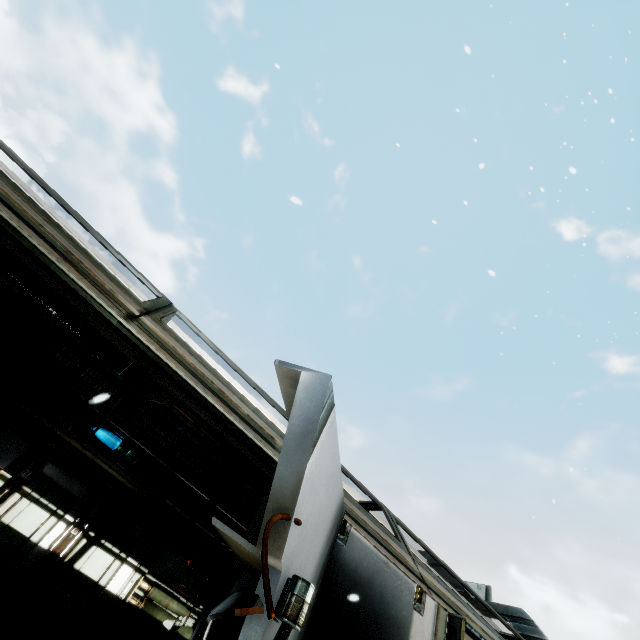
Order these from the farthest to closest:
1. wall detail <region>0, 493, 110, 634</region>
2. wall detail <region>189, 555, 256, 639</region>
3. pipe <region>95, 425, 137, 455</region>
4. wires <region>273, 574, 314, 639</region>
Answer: pipe <region>95, 425, 137, 455</region> < wall detail <region>0, 493, 110, 634</region> < wall detail <region>189, 555, 256, 639</region> < wires <region>273, 574, 314, 639</region>

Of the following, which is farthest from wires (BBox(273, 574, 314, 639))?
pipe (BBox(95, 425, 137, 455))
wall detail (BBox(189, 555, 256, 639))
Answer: pipe (BBox(95, 425, 137, 455))

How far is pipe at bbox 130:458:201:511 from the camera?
7.9 meters

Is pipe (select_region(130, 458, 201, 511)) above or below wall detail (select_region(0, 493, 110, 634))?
above

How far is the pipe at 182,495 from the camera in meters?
7.9 m

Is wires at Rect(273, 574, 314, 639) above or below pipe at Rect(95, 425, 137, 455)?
below

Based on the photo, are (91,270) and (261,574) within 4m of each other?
yes
